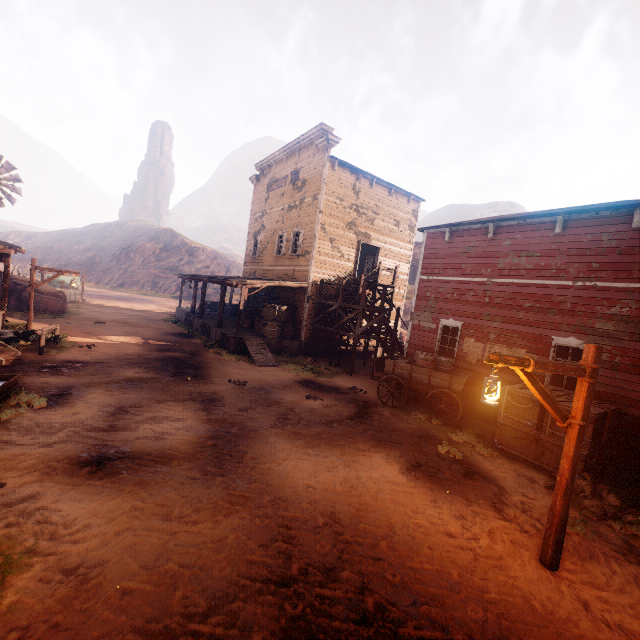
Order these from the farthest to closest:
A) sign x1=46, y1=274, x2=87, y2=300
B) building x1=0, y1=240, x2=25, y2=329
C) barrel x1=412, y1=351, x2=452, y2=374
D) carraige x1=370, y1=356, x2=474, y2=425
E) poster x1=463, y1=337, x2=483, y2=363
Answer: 1. sign x1=46, y1=274, x2=87, y2=300
2. building x1=0, y1=240, x2=25, y2=329
3. poster x1=463, y1=337, x2=483, y2=363
4. barrel x1=412, y1=351, x2=452, y2=374
5. carraige x1=370, y1=356, x2=474, y2=425

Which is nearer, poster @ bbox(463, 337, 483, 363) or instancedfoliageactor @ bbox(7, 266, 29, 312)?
poster @ bbox(463, 337, 483, 363)

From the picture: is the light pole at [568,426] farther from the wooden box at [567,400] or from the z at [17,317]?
the wooden box at [567,400]

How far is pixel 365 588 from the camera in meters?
4.0 m

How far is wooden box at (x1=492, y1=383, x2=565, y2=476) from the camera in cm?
795

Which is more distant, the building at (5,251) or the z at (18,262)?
the z at (18,262)

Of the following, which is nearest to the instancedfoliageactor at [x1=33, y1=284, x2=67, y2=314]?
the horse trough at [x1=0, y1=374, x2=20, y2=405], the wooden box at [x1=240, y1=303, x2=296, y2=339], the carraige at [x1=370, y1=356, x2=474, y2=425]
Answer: the wooden box at [x1=240, y1=303, x2=296, y2=339]

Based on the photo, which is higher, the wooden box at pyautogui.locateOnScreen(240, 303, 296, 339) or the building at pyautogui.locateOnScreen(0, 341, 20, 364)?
the wooden box at pyautogui.locateOnScreen(240, 303, 296, 339)
